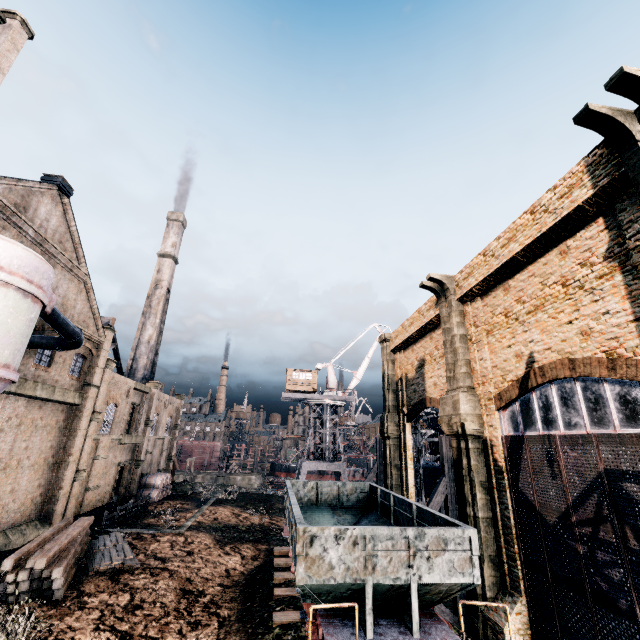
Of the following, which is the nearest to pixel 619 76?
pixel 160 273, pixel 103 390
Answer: pixel 103 390

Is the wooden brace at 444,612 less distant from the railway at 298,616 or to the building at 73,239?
the railway at 298,616

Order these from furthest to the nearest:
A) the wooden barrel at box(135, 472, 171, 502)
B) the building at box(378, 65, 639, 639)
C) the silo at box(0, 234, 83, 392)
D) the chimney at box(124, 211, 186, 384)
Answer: Result:
1. the chimney at box(124, 211, 186, 384)
2. the wooden barrel at box(135, 472, 171, 502)
3. the silo at box(0, 234, 83, 392)
4. the building at box(378, 65, 639, 639)

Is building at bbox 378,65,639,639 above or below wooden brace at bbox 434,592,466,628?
above

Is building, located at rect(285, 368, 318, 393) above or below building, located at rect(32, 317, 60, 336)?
above

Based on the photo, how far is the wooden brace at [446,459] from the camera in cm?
1648

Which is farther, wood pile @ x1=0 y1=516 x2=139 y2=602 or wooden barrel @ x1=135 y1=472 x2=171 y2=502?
wooden barrel @ x1=135 y1=472 x2=171 y2=502

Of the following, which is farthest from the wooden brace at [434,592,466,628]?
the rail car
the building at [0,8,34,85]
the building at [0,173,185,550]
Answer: the building at [0,173,185,550]
